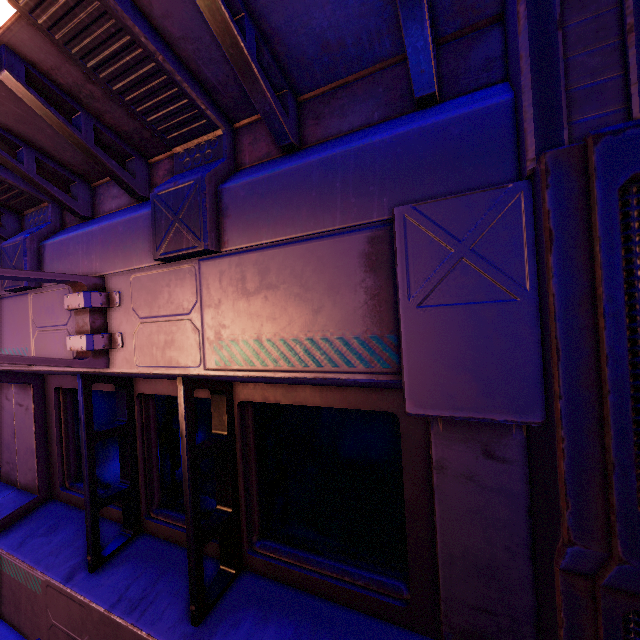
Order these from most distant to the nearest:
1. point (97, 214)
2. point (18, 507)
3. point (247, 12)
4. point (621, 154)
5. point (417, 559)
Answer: point (18, 507)
point (97, 214)
point (417, 559)
point (247, 12)
point (621, 154)
